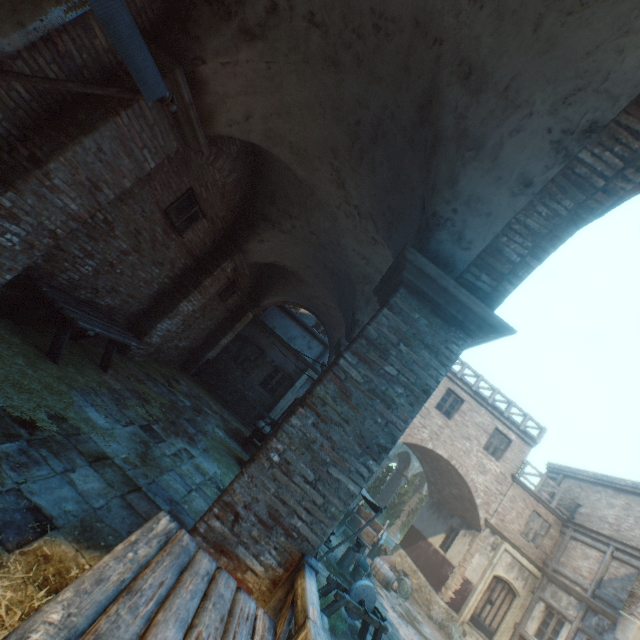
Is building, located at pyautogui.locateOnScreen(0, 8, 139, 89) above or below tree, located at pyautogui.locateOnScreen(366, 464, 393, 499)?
above

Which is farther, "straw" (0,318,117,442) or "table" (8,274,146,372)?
"table" (8,274,146,372)

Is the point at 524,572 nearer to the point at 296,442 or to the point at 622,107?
the point at 296,442

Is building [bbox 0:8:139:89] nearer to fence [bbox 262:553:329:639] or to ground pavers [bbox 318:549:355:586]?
fence [bbox 262:553:329:639]

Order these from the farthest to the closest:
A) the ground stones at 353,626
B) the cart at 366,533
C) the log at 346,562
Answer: the cart at 366,533 → the log at 346,562 → the ground stones at 353,626

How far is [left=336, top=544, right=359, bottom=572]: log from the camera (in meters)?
10.49

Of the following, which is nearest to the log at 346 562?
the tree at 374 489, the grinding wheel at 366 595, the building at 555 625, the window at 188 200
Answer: the tree at 374 489

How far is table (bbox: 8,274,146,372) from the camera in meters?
4.7 m
